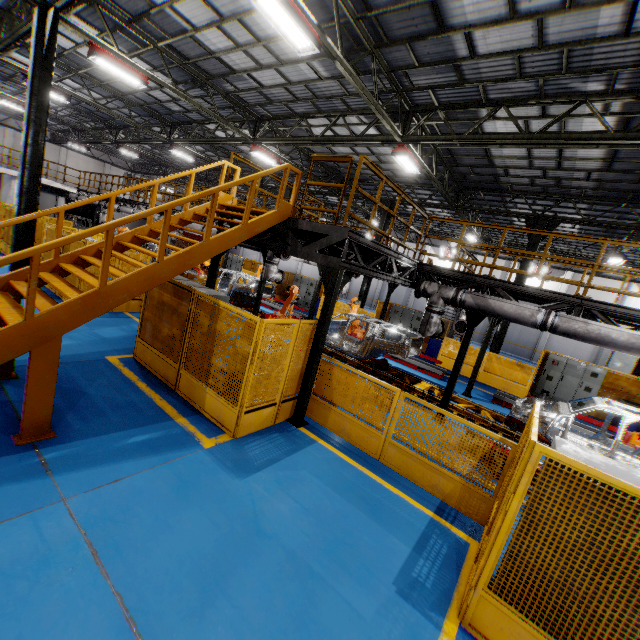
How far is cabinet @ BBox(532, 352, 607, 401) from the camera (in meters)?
13.82

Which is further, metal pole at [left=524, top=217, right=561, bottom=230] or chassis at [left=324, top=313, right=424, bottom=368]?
metal pole at [left=524, top=217, right=561, bottom=230]

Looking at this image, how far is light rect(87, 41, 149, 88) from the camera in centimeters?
977cm

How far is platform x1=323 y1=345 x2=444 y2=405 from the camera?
10.6 meters

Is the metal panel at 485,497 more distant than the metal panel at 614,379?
No

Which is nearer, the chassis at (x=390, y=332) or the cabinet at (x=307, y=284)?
the chassis at (x=390, y=332)

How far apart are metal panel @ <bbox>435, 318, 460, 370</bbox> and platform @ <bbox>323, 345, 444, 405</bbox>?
4.6m

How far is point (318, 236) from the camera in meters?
8.6 m
